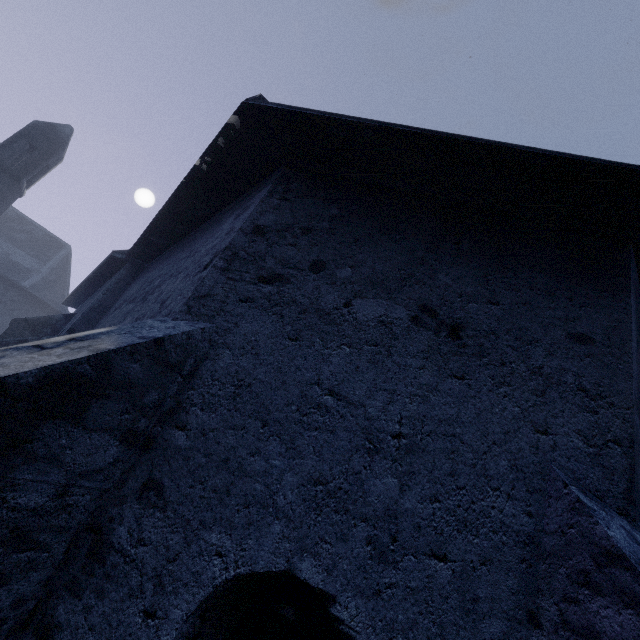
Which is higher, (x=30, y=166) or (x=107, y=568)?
(x=30, y=166)
